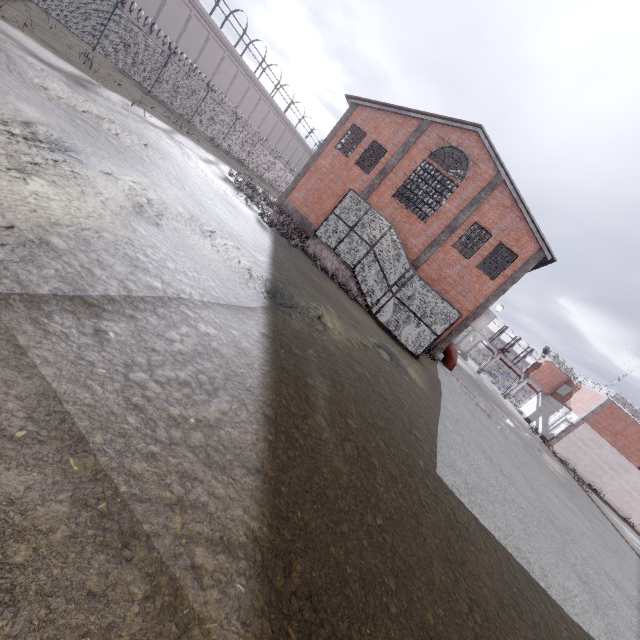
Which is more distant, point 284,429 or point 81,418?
point 284,429

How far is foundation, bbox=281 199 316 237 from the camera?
23.92m

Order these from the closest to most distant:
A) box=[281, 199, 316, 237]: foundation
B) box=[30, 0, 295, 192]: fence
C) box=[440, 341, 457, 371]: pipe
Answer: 1. box=[30, 0, 295, 192]: fence
2. box=[440, 341, 457, 371]: pipe
3. box=[281, 199, 316, 237]: foundation

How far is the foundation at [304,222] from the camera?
23.9m

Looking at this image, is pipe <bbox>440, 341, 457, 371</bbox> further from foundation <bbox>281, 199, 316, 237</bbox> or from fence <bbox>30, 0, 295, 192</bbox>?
fence <bbox>30, 0, 295, 192</bbox>

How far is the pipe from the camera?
22.0 meters

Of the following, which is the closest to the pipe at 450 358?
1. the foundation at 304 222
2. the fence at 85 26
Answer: the foundation at 304 222

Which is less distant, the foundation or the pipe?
the pipe
